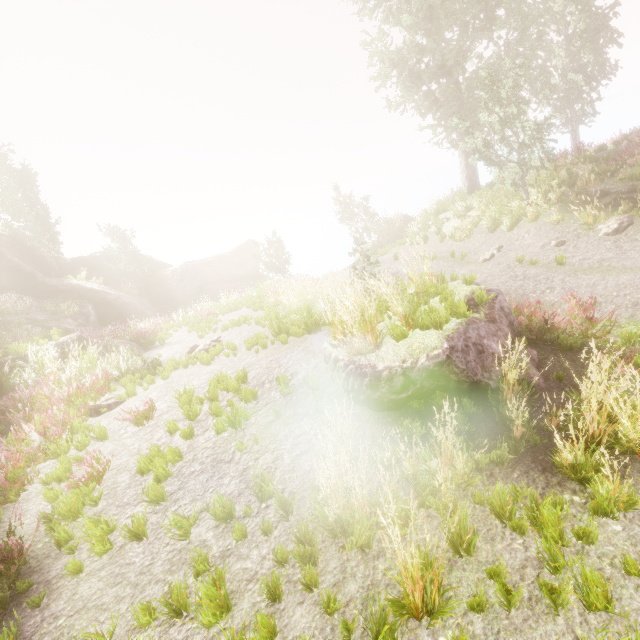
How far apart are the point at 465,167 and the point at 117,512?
20.59m

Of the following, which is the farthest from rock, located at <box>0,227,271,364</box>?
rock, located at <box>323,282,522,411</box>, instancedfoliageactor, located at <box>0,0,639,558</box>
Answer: rock, located at <box>323,282,522,411</box>

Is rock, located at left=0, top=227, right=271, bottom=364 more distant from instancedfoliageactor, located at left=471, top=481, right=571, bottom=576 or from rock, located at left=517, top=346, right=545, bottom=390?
rock, located at left=517, top=346, right=545, bottom=390

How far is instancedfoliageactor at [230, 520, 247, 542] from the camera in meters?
3.7

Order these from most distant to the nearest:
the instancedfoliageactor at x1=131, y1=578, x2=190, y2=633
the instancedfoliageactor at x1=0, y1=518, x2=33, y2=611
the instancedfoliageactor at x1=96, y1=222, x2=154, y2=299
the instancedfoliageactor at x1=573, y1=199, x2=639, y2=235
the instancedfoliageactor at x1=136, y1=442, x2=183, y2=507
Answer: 1. the instancedfoliageactor at x1=96, y1=222, x2=154, y2=299
2. the instancedfoliageactor at x1=573, y1=199, x2=639, y2=235
3. the instancedfoliageactor at x1=136, y1=442, x2=183, y2=507
4. the instancedfoliageactor at x1=0, y1=518, x2=33, y2=611
5. the instancedfoliageactor at x1=131, y1=578, x2=190, y2=633

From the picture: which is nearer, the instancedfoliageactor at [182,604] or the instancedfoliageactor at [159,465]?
the instancedfoliageactor at [182,604]

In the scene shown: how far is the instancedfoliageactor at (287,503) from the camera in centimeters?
383cm
